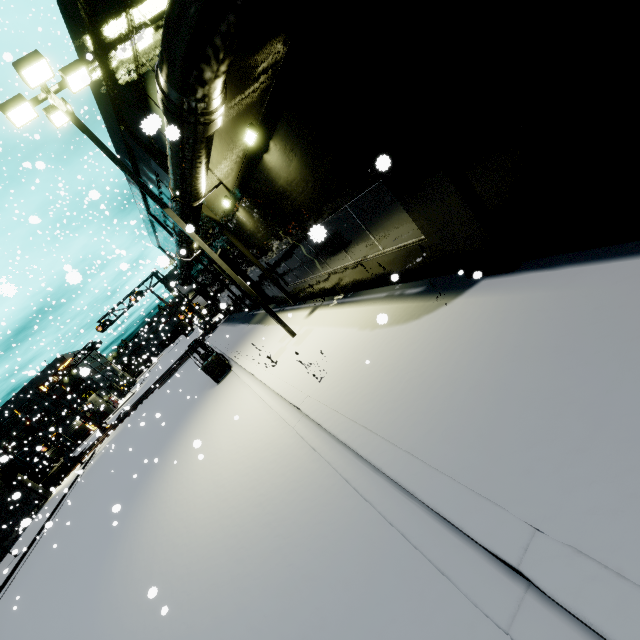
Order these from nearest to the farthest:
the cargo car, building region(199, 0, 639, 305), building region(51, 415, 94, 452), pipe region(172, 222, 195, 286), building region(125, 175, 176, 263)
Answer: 1. building region(199, 0, 639, 305)
2. pipe region(172, 222, 195, 286)
3. building region(125, 175, 176, 263)
4. the cargo car
5. building region(51, 415, 94, 452)

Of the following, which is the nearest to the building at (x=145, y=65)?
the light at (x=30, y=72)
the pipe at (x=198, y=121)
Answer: the pipe at (x=198, y=121)

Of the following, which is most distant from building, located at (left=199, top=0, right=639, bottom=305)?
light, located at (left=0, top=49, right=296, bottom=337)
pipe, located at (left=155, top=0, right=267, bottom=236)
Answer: light, located at (left=0, top=49, right=296, bottom=337)

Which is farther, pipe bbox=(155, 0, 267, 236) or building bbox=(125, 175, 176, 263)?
building bbox=(125, 175, 176, 263)

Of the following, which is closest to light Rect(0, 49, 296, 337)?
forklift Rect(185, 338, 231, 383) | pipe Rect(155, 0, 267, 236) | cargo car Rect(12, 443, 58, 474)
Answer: pipe Rect(155, 0, 267, 236)

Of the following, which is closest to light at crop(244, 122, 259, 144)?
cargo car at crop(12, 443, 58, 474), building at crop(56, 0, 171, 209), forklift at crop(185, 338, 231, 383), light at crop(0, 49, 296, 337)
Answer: building at crop(56, 0, 171, 209)

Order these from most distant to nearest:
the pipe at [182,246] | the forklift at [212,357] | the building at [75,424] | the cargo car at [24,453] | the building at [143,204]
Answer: the building at [75,424]
the cargo car at [24,453]
the building at [143,204]
the forklift at [212,357]
the pipe at [182,246]

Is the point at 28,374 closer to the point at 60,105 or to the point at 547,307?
the point at 60,105
